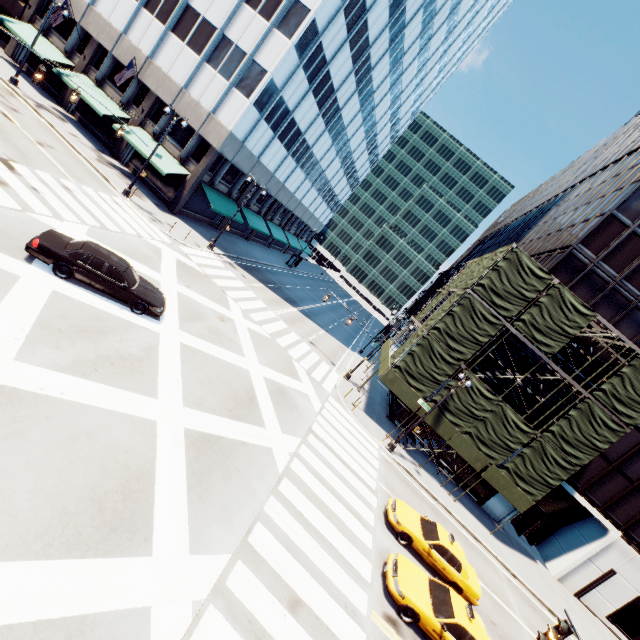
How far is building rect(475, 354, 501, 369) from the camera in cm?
2552

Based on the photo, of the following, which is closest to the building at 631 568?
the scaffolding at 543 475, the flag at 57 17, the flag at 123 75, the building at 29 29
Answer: the scaffolding at 543 475

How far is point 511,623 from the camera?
16.20m

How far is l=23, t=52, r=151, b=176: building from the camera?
27.70m

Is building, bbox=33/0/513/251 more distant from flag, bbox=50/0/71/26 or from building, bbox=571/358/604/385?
building, bbox=571/358/604/385

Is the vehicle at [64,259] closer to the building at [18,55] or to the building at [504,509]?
the building at [18,55]

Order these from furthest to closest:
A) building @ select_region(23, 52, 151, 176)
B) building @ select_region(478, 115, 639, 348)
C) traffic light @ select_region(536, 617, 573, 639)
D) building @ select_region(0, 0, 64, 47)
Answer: building @ select_region(0, 0, 64, 47), building @ select_region(23, 52, 151, 176), building @ select_region(478, 115, 639, 348), traffic light @ select_region(536, 617, 573, 639)
